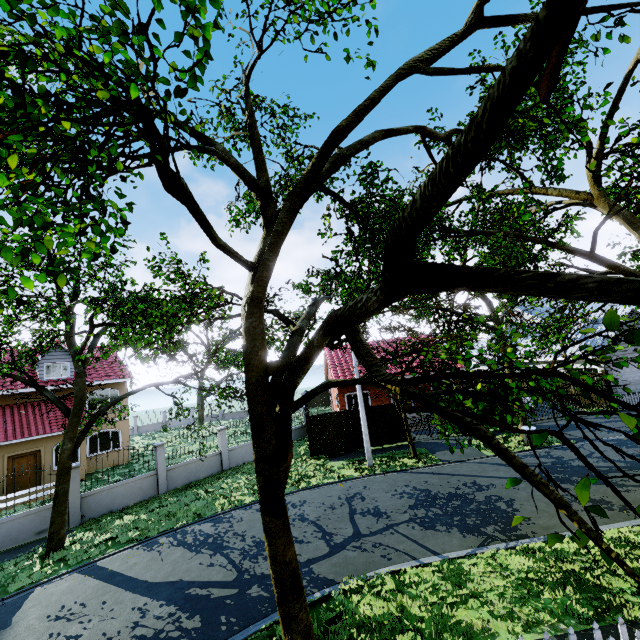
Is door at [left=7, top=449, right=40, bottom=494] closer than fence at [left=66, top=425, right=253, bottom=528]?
No

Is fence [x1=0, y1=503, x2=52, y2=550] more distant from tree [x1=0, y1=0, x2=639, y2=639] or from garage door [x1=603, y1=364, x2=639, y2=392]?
garage door [x1=603, y1=364, x2=639, y2=392]

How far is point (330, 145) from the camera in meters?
5.0

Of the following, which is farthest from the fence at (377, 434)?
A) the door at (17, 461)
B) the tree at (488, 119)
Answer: the door at (17, 461)

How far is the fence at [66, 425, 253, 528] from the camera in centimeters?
1412cm

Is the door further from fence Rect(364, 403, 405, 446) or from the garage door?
the garage door

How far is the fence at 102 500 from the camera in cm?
1412
